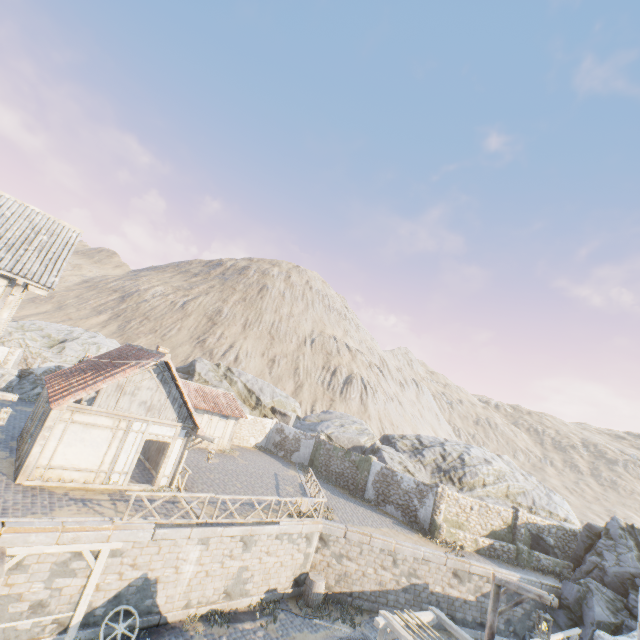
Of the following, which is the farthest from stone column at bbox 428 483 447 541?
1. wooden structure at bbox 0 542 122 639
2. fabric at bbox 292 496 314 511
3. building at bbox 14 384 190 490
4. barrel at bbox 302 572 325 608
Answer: wooden structure at bbox 0 542 122 639

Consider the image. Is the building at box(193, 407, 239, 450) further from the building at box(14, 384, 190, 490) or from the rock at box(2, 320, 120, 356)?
the building at box(14, 384, 190, 490)

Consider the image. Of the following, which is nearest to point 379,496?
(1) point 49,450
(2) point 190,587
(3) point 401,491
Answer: (3) point 401,491

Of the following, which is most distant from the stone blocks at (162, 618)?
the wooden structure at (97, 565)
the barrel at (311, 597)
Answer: the barrel at (311, 597)

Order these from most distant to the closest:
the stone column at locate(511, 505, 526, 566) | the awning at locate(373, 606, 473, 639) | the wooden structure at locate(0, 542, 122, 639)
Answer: the stone column at locate(511, 505, 526, 566) → the awning at locate(373, 606, 473, 639) → the wooden structure at locate(0, 542, 122, 639)

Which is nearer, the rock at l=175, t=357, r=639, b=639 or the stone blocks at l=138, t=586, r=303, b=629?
the stone blocks at l=138, t=586, r=303, b=629

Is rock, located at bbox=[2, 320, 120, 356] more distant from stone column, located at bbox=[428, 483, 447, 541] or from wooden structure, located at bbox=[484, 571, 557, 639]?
wooden structure, located at bbox=[484, 571, 557, 639]

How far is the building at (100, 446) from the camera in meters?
12.4
